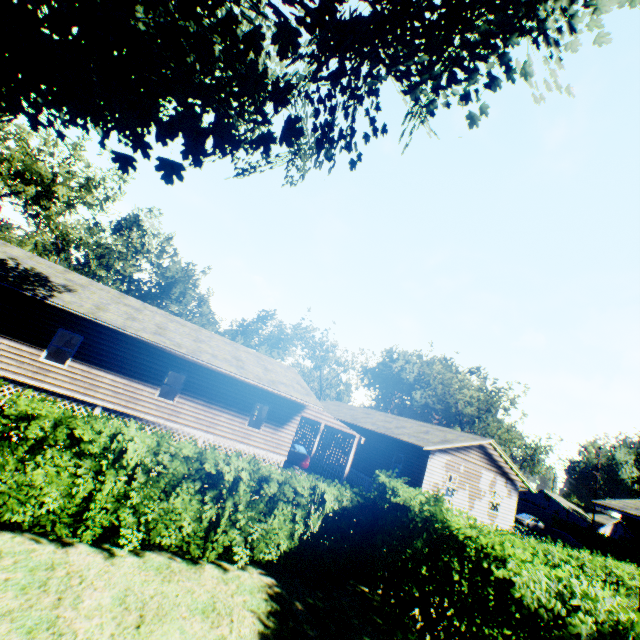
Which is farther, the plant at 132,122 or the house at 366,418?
the house at 366,418

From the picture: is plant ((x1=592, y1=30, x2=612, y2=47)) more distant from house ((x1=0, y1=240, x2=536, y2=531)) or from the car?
the car

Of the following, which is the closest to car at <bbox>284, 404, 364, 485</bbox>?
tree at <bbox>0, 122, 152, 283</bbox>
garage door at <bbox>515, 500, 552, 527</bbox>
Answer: tree at <bbox>0, 122, 152, 283</bbox>

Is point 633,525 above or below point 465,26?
below

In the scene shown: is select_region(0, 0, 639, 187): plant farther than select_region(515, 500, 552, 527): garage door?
No

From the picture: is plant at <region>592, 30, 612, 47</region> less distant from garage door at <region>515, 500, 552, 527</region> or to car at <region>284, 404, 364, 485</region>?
car at <region>284, 404, 364, 485</region>

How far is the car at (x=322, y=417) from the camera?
20.30m

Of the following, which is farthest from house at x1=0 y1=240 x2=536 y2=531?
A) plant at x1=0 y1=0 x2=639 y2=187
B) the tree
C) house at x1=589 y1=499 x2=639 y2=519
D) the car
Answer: the tree
